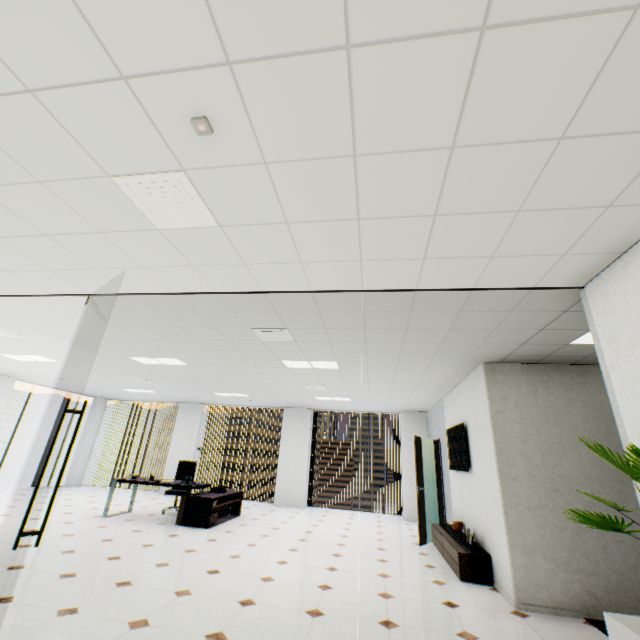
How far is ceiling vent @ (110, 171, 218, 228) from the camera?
1.96m

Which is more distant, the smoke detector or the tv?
the tv

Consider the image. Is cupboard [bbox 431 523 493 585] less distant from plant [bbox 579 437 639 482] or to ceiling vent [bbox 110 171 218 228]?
plant [bbox 579 437 639 482]

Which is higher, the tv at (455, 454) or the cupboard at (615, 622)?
the tv at (455, 454)

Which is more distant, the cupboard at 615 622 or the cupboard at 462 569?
the cupboard at 462 569

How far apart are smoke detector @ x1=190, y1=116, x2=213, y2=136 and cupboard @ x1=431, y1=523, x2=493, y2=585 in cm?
597

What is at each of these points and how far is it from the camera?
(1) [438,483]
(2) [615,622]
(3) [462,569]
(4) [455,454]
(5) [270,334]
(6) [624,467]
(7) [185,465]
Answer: (1) door, 7.6m
(2) cupboard, 1.7m
(3) cupboard, 4.6m
(4) tv, 6.3m
(5) ceiling vent, 4.4m
(6) plant, 1.9m
(7) chair, 8.5m

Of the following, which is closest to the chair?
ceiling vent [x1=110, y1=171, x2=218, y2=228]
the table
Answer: Result: the table
